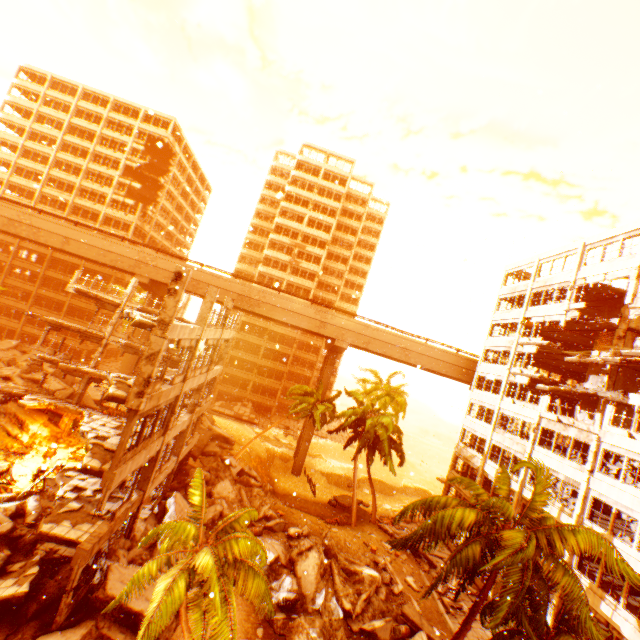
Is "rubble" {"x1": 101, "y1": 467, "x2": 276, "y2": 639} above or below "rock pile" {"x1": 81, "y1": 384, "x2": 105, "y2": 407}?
above

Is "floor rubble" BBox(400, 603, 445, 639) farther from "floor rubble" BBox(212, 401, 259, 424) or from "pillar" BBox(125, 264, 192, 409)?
"floor rubble" BBox(212, 401, 259, 424)

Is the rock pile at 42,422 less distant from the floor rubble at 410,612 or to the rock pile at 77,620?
the rock pile at 77,620

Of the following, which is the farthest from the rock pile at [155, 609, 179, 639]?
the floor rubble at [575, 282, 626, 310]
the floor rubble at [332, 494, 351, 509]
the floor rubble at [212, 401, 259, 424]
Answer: the floor rubble at [575, 282, 626, 310]

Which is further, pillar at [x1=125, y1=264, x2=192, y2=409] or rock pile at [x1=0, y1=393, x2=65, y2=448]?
rock pile at [x1=0, y1=393, x2=65, y2=448]

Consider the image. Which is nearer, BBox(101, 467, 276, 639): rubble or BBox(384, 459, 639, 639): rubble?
BBox(101, 467, 276, 639): rubble

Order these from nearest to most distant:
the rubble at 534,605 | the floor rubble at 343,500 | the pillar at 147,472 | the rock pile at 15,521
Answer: A: the rubble at 534,605 → the rock pile at 15,521 → the pillar at 147,472 → the floor rubble at 343,500

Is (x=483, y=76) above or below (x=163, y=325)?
above
